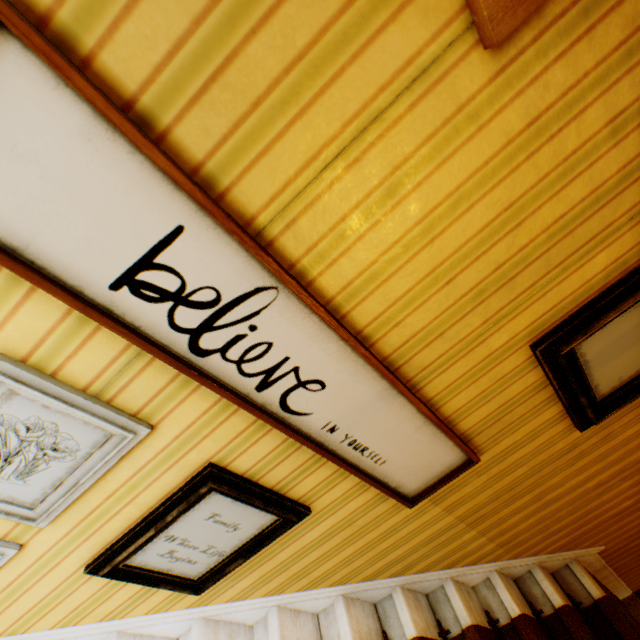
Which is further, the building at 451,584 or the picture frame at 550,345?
the picture frame at 550,345

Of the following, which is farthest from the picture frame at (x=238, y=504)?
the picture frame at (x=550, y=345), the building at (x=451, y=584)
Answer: the picture frame at (x=550, y=345)

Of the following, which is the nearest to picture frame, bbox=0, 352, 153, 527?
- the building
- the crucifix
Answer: the building

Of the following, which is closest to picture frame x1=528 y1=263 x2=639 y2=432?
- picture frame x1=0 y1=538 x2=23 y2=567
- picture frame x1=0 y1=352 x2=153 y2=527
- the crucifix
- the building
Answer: the building

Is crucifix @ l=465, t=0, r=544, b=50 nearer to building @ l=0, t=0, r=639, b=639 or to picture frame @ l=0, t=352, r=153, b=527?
building @ l=0, t=0, r=639, b=639

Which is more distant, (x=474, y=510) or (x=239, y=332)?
(x=474, y=510)

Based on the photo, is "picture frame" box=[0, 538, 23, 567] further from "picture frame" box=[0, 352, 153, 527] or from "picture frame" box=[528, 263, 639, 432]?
"picture frame" box=[528, 263, 639, 432]

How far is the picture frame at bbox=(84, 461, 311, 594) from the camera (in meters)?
1.22
